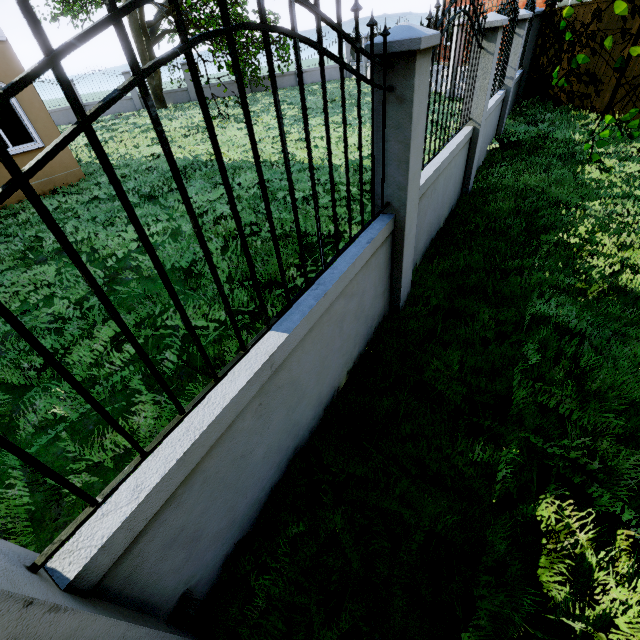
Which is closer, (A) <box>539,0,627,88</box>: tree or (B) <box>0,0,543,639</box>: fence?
(B) <box>0,0,543,639</box>: fence

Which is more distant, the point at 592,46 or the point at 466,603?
the point at 592,46

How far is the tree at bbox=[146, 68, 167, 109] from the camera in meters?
19.7 m

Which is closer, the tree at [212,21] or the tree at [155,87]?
the tree at [212,21]

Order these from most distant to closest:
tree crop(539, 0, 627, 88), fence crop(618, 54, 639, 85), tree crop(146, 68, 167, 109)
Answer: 1. tree crop(146, 68, 167, 109)
2. fence crop(618, 54, 639, 85)
3. tree crop(539, 0, 627, 88)
